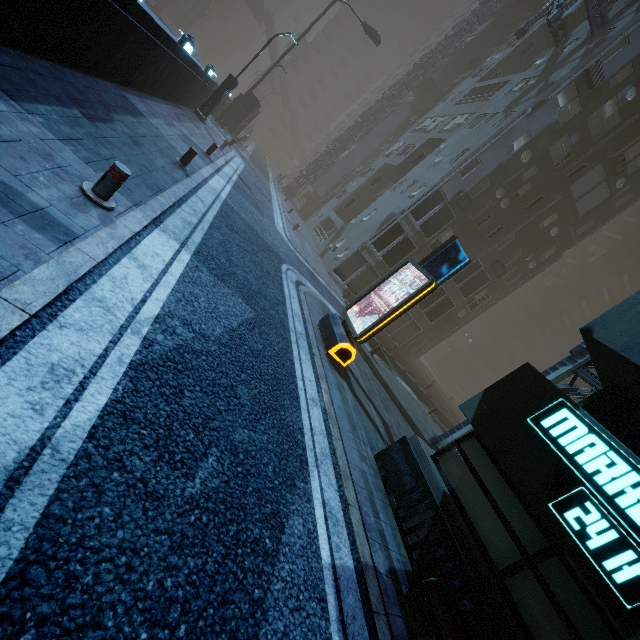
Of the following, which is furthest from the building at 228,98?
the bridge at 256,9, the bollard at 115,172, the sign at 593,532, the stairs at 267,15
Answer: the stairs at 267,15

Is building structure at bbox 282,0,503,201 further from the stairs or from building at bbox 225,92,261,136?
the stairs

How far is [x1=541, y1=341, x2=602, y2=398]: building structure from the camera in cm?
880

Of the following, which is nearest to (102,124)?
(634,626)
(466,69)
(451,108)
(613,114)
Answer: (634,626)

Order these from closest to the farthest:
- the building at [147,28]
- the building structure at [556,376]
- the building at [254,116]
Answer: the building at [147,28], the building structure at [556,376], the building at [254,116]

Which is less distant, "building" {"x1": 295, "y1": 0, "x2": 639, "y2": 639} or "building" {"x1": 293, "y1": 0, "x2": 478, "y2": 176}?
"building" {"x1": 295, "y1": 0, "x2": 639, "y2": 639}

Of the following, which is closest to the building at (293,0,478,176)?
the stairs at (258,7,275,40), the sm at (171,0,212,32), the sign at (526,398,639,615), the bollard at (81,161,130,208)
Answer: the sign at (526,398,639,615)

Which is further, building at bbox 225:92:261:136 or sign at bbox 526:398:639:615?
building at bbox 225:92:261:136
